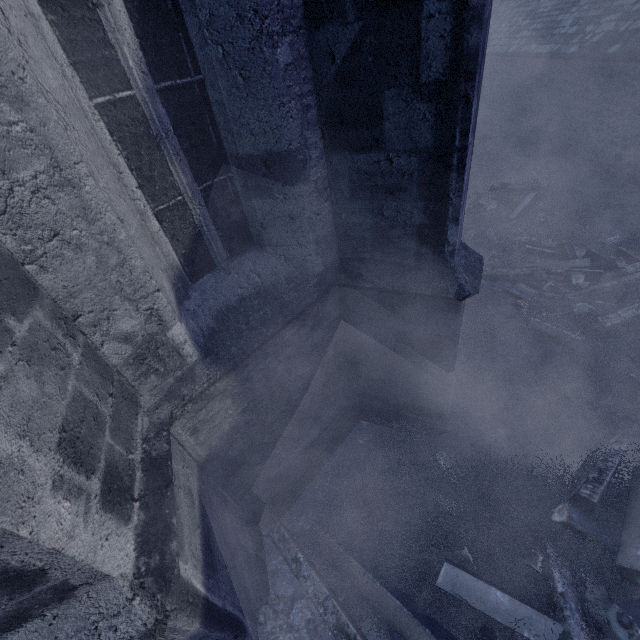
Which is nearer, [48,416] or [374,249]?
[48,416]

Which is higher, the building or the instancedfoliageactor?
the building

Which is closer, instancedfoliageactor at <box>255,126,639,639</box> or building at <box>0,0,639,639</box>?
building at <box>0,0,639,639</box>

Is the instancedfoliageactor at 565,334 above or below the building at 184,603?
below

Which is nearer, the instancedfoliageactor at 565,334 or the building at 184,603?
the building at 184,603
